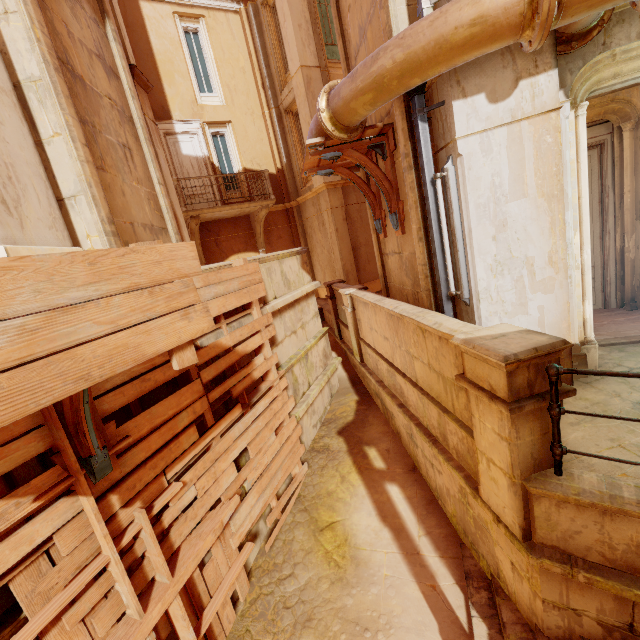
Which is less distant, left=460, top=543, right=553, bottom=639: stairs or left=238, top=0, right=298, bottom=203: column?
left=460, top=543, right=553, bottom=639: stairs

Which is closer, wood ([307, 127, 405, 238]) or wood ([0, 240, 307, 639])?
wood ([0, 240, 307, 639])

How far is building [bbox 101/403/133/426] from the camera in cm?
318

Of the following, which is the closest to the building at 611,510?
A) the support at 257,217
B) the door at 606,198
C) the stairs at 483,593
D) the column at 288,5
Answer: the stairs at 483,593

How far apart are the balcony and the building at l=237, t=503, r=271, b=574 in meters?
9.6 m

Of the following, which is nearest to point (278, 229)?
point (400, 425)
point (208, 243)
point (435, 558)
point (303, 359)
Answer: point (208, 243)

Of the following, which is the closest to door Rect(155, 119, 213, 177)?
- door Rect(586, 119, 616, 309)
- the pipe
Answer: the pipe

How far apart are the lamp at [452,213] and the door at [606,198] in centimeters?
293cm
